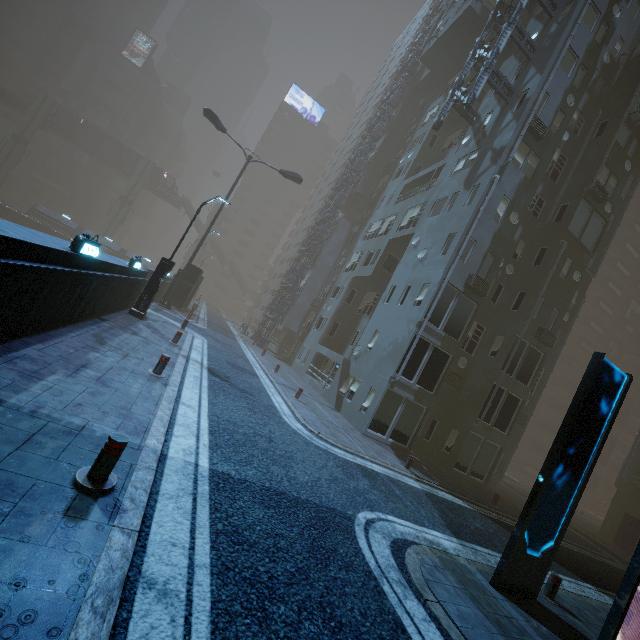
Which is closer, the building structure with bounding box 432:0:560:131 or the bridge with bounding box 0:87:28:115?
the building structure with bounding box 432:0:560:131

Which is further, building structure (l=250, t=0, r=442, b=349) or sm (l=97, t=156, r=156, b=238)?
sm (l=97, t=156, r=156, b=238)

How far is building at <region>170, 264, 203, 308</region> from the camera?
26.17m

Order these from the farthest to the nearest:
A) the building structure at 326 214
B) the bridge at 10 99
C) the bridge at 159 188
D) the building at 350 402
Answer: the bridge at 159 188, the bridge at 10 99, the building structure at 326 214, the building at 350 402

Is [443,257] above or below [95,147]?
below

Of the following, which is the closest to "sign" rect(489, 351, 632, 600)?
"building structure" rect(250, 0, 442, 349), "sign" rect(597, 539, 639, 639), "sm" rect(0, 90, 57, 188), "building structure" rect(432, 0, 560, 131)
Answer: "sign" rect(597, 539, 639, 639)

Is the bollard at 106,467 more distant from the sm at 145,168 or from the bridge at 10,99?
the bridge at 10,99

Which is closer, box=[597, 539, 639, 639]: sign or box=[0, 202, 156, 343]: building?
box=[597, 539, 639, 639]: sign
